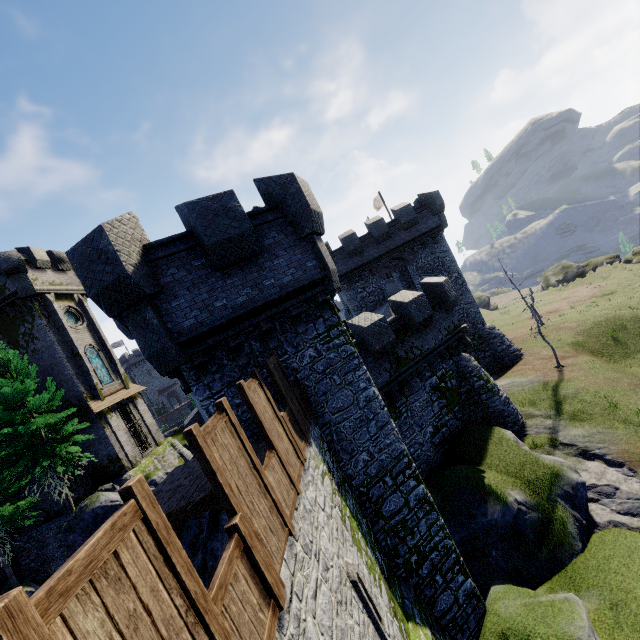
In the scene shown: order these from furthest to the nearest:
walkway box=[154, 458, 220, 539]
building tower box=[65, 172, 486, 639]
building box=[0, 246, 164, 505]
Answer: building box=[0, 246, 164, 505] < building tower box=[65, 172, 486, 639] < walkway box=[154, 458, 220, 539]

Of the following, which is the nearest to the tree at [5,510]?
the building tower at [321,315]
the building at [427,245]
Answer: the building tower at [321,315]

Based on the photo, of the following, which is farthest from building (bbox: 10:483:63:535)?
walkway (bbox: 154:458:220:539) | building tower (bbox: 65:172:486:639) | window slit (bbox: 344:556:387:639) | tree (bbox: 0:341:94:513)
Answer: window slit (bbox: 344:556:387:639)

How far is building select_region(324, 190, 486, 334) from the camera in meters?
26.7

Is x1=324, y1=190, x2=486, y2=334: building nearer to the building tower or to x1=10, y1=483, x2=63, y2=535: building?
the building tower

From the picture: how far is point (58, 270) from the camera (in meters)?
29.05

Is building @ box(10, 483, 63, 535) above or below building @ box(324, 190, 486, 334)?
below

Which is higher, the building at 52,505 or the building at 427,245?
the building at 427,245
